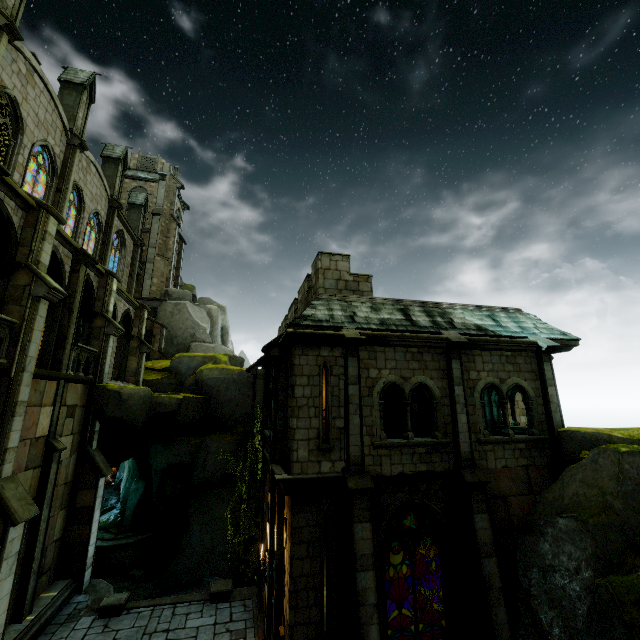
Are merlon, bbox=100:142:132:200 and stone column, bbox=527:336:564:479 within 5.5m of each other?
no

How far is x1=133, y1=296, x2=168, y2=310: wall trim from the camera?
30.5 meters

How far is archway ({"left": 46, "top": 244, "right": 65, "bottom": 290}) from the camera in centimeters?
1260cm

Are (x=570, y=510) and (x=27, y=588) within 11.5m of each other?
no

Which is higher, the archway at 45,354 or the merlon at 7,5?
the merlon at 7,5

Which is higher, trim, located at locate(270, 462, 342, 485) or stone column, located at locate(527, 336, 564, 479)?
stone column, located at locate(527, 336, 564, 479)

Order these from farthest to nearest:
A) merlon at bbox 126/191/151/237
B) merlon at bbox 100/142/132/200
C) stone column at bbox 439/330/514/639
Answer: merlon at bbox 126/191/151/237, merlon at bbox 100/142/132/200, stone column at bbox 439/330/514/639

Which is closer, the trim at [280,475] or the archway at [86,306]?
the trim at [280,475]
